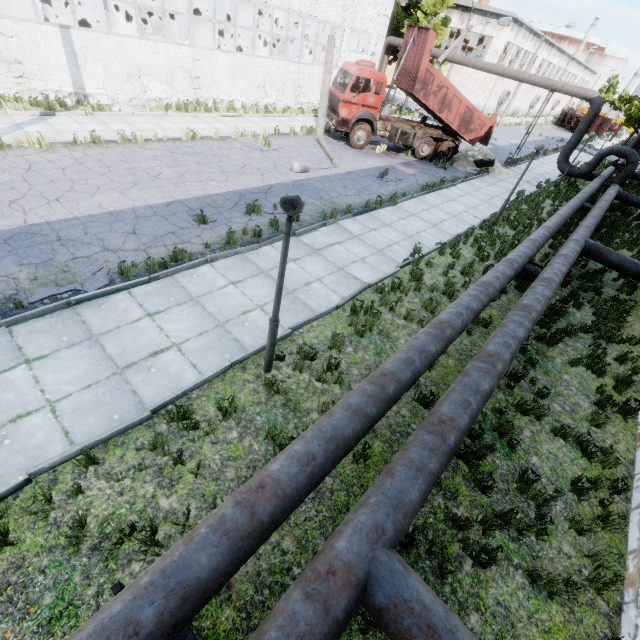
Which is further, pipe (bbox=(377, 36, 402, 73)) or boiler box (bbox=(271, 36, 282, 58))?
boiler box (bbox=(271, 36, 282, 58))

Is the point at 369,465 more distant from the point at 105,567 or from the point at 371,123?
the point at 371,123

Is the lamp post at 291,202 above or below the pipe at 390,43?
below

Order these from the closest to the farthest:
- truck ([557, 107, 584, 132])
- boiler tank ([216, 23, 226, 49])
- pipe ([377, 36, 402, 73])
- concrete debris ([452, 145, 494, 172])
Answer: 1. concrete debris ([452, 145, 494, 172])
2. boiler tank ([216, 23, 226, 49])
3. pipe ([377, 36, 402, 73])
4. truck ([557, 107, 584, 132])

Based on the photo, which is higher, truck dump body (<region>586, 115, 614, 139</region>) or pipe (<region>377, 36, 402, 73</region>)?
pipe (<region>377, 36, 402, 73</region>)

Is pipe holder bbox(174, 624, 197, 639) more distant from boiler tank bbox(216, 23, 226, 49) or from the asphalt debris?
boiler tank bbox(216, 23, 226, 49)

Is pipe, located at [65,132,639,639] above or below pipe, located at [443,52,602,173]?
below

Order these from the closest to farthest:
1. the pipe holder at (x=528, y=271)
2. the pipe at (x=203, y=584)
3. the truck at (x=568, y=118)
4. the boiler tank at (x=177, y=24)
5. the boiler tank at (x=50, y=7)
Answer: the pipe at (x=203, y=584) → the pipe holder at (x=528, y=271) → the boiler tank at (x=50, y=7) → the boiler tank at (x=177, y=24) → the truck at (x=568, y=118)
